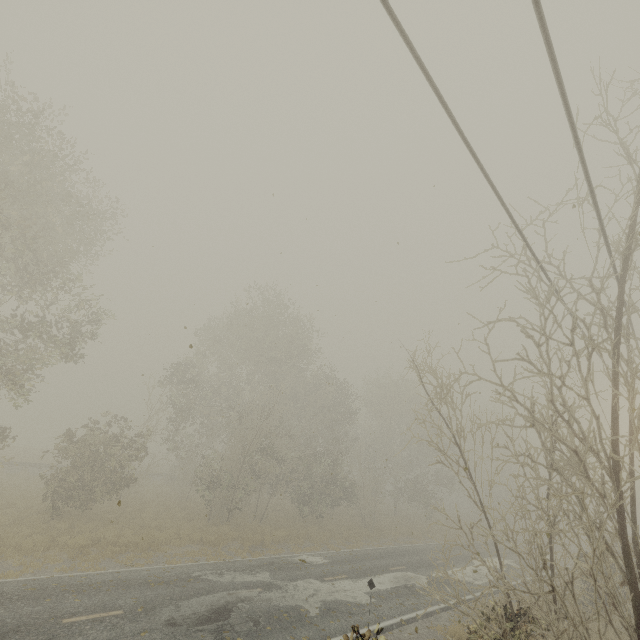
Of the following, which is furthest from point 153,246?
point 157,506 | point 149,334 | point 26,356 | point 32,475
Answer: point 32,475
